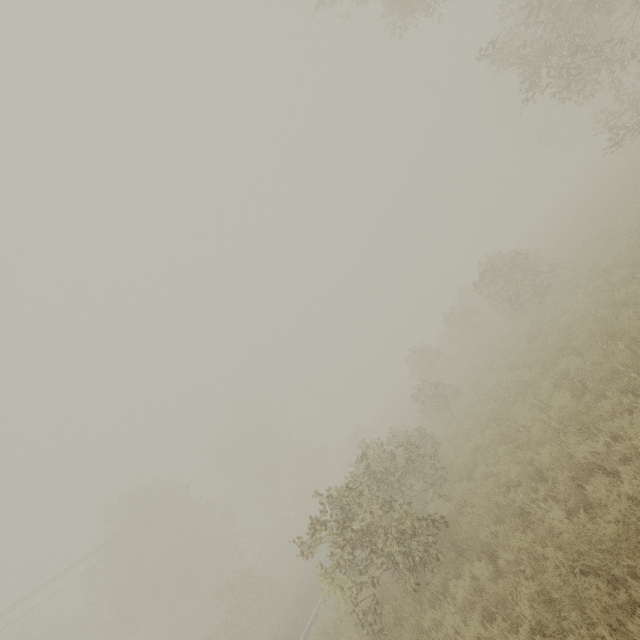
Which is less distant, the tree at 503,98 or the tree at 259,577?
the tree at 259,577

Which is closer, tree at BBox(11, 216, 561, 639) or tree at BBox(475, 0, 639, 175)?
tree at BBox(11, 216, 561, 639)

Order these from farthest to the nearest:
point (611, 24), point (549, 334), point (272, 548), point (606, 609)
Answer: point (272, 548) < point (611, 24) < point (549, 334) < point (606, 609)
